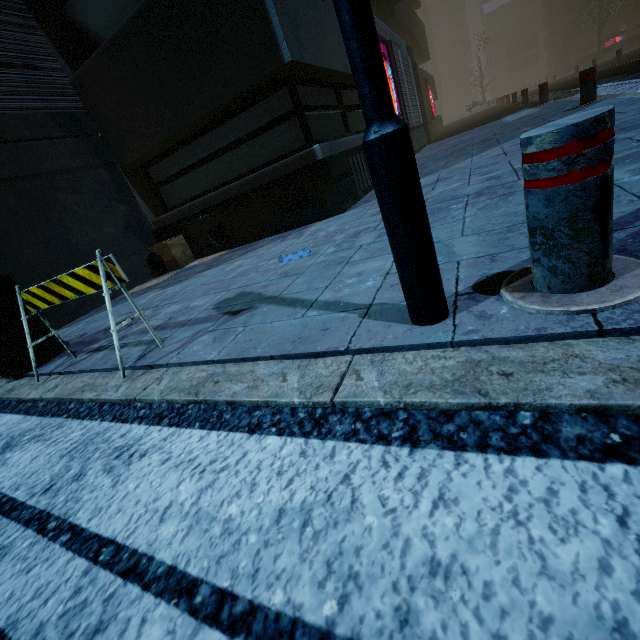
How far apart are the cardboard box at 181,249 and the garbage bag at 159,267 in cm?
1

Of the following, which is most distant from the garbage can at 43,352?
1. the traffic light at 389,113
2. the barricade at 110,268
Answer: the traffic light at 389,113

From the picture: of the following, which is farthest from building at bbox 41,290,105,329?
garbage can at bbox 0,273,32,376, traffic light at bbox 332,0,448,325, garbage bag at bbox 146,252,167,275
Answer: traffic light at bbox 332,0,448,325

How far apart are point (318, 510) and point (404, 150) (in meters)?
1.09

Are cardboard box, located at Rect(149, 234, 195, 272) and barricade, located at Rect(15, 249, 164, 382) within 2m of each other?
no

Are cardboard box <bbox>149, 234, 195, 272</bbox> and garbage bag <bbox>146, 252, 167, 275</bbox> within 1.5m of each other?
yes

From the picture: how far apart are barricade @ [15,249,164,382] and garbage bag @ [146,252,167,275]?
3.6m

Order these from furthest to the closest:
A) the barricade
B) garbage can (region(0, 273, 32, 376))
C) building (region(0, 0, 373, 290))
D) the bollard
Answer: building (region(0, 0, 373, 290))
garbage can (region(0, 273, 32, 376))
the barricade
the bollard
